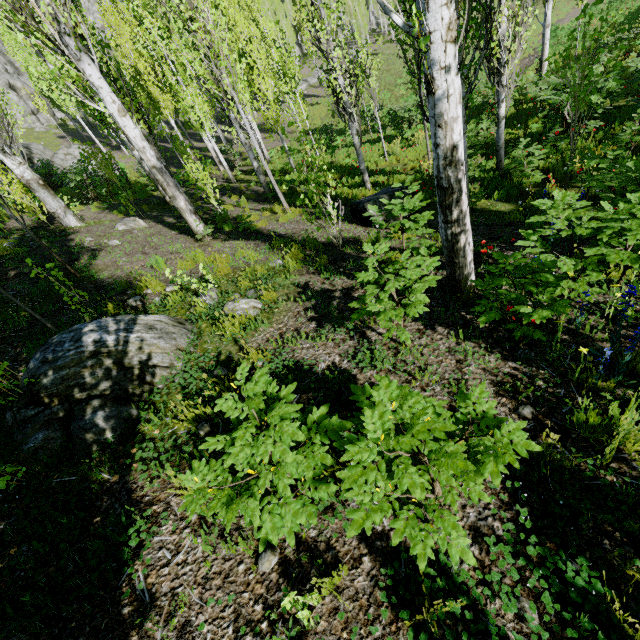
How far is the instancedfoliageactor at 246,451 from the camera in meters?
1.5

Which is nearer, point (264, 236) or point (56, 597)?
point (56, 597)

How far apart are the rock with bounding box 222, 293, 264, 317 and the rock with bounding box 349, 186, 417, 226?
3.9m

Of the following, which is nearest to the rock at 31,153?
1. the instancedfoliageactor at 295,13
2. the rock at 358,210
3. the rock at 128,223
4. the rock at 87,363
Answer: the instancedfoliageactor at 295,13

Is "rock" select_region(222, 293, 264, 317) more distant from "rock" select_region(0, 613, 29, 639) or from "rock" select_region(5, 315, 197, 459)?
"rock" select_region(0, 613, 29, 639)

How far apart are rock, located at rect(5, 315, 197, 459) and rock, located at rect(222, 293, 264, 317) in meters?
0.3 m

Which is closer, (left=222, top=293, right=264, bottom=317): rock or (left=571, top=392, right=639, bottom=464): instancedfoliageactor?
(left=571, top=392, right=639, bottom=464): instancedfoliageactor

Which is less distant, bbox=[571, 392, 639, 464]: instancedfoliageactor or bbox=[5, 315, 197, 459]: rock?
bbox=[571, 392, 639, 464]: instancedfoliageactor
